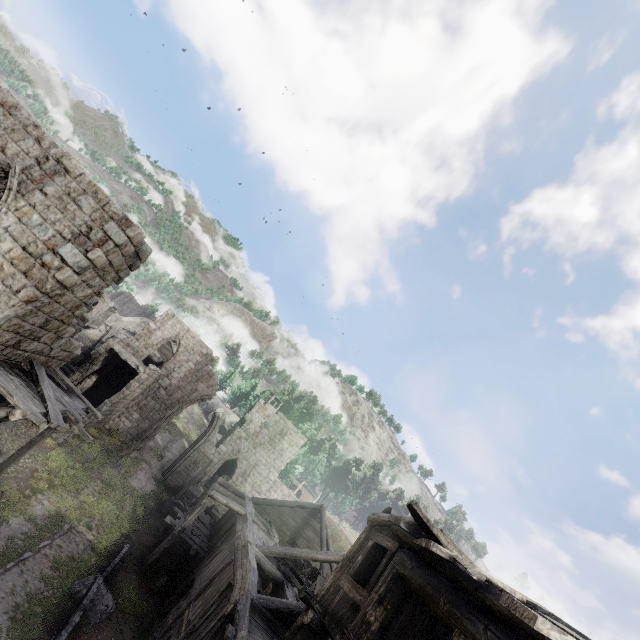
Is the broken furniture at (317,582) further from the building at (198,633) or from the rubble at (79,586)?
the rubble at (79,586)

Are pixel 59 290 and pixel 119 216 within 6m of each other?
yes

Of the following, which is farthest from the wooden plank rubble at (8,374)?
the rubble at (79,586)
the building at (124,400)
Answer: the rubble at (79,586)

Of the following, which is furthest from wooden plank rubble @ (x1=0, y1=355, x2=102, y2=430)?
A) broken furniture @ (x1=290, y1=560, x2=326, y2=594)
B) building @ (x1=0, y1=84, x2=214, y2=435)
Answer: broken furniture @ (x1=290, y1=560, x2=326, y2=594)

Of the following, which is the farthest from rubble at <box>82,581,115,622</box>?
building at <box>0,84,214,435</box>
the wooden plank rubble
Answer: the wooden plank rubble

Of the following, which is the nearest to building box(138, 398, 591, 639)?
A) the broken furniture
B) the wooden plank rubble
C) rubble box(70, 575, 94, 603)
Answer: the wooden plank rubble

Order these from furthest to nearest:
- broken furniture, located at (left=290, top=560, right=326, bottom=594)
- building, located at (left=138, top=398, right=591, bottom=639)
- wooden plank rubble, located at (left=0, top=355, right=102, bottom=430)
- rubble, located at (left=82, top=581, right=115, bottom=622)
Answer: broken furniture, located at (left=290, top=560, right=326, bottom=594)
rubble, located at (left=82, top=581, right=115, bottom=622)
wooden plank rubble, located at (left=0, top=355, right=102, bottom=430)
building, located at (left=138, top=398, right=591, bottom=639)

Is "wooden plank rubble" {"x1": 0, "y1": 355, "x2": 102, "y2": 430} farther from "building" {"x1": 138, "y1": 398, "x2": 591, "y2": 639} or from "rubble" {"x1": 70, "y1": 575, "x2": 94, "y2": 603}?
"rubble" {"x1": 70, "y1": 575, "x2": 94, "y2": 603}
